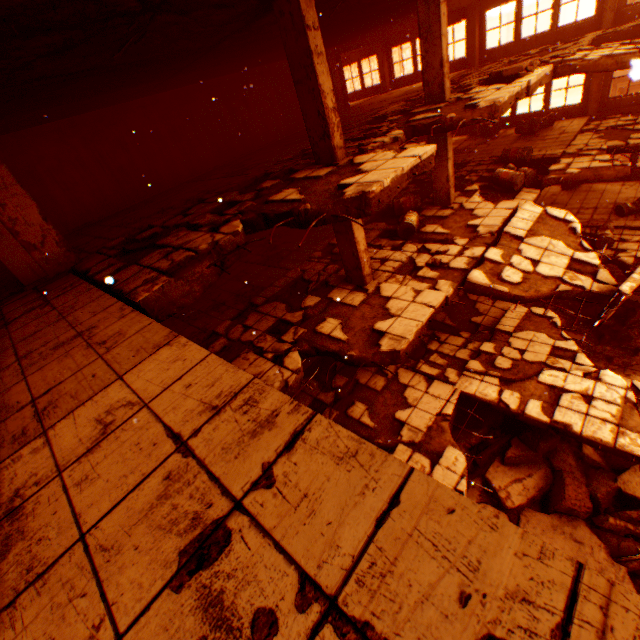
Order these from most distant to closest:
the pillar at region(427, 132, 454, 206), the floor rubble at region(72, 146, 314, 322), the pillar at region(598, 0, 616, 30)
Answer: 1. the pillar at region(598, 0, 616, 30)
2. the pillar at region(427, 132, 454, 206)
3. the floor rubble at region(72, 146, 314, 322)

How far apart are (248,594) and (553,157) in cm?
1555

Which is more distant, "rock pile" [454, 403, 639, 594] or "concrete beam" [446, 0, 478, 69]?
"concrete beam" [446, 0, 478, 69]

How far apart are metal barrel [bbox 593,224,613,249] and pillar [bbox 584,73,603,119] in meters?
6.2

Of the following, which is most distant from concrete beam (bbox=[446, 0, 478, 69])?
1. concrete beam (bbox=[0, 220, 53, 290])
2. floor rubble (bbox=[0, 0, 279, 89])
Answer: concrete beam (bbox=[0, 220, 53, 290])

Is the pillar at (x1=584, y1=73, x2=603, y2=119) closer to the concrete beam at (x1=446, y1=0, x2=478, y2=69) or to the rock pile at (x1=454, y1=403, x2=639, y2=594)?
the concrete beam at (x1=446, y1=0, x2=478, y2=69)

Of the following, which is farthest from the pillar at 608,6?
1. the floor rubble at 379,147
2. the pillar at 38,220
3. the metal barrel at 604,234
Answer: the pillar at 38,220

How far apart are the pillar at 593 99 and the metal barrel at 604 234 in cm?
622
